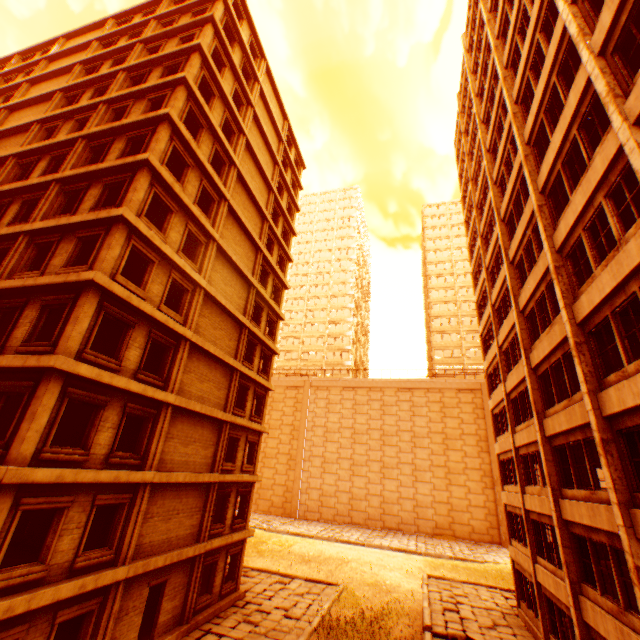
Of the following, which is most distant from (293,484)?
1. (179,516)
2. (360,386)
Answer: (179,516)

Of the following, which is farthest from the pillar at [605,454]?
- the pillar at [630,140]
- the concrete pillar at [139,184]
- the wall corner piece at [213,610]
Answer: the concrete pillar at [139,184]

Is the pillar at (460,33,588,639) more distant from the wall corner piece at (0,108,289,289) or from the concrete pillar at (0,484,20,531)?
the concrete pillar at (0,484,20,531)

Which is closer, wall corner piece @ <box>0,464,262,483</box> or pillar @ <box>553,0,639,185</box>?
pillar @ <box>553,0,639,185</box>

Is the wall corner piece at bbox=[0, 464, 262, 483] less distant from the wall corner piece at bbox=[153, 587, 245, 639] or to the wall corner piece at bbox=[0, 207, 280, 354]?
the wall corner piece at bbox=[0, 207, 280, 354]

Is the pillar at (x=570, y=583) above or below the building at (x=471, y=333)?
below

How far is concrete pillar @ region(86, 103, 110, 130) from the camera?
16.67m

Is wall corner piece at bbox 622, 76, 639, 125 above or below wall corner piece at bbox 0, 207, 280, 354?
above
